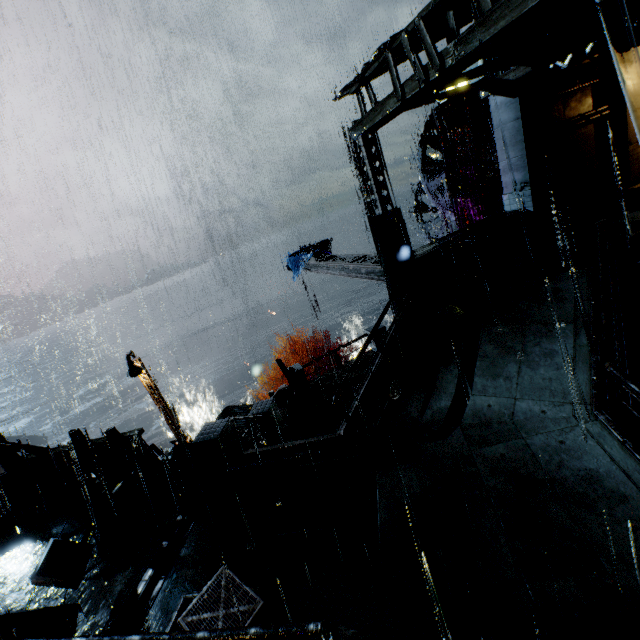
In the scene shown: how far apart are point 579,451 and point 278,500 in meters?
6.0 m

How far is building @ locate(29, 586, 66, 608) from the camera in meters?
6.8 m

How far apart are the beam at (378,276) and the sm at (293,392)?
5.1m

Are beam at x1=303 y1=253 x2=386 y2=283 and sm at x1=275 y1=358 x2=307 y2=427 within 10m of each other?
yes

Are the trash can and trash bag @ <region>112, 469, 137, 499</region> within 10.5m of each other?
no

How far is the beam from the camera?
13.1m

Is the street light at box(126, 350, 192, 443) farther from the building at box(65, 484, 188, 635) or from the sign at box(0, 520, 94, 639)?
the sign at box(0, 520, 94, 639)

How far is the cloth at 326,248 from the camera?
20.1m
